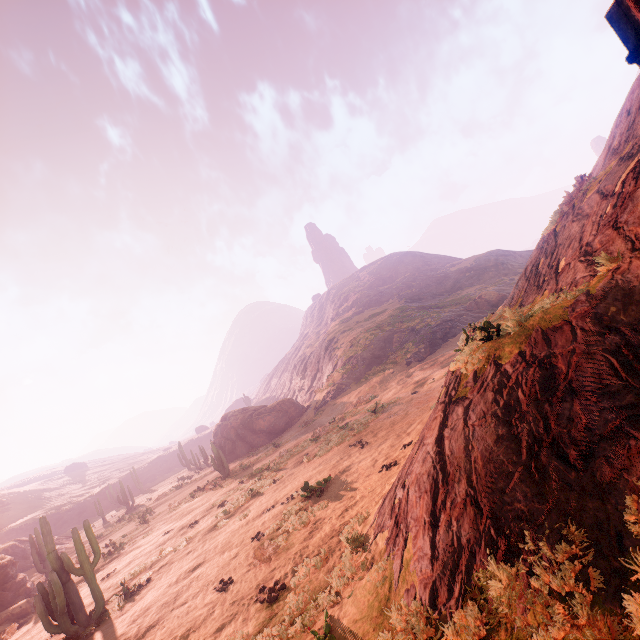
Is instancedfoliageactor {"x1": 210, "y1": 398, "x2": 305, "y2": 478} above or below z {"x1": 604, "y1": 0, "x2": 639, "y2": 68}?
below

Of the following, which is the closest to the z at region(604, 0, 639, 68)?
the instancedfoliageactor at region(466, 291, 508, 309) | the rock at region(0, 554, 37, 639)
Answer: the instancedfoliageactor at region(466, 291, 508, 309)

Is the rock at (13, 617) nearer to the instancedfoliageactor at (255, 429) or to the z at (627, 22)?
the instancedfoliageactor at (255, 429)

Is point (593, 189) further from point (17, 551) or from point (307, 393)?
point (307, 393)

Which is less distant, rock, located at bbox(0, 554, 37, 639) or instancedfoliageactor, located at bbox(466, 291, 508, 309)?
rock, located at bbox(0, 554, 37, 639)

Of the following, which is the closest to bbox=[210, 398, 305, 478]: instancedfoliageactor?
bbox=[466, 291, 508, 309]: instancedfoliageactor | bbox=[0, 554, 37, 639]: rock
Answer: bbox=[0, 554, 37, 639]: rock

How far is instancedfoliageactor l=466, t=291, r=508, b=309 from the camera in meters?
40.3 m

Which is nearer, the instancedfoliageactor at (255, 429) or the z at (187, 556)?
the z at (187, 556)
